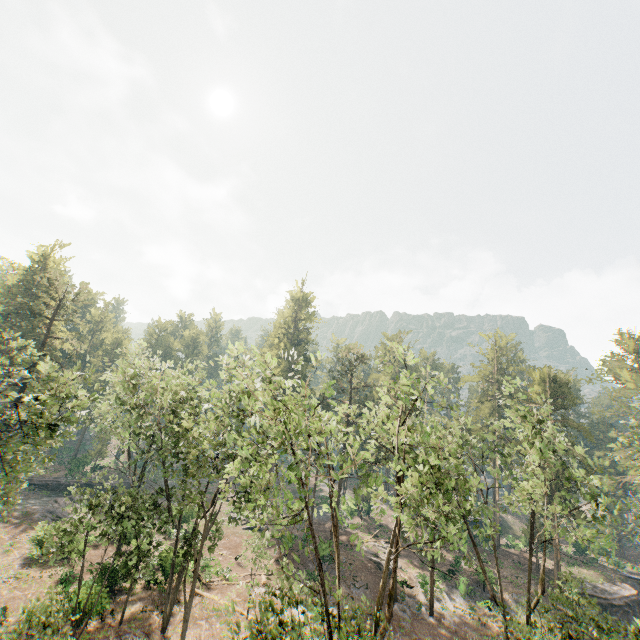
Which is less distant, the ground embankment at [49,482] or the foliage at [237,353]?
the foliage at [237,353]

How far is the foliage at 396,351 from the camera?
16.8 meters

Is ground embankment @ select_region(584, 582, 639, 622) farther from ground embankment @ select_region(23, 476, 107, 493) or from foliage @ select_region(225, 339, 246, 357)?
ground embankment @ select_region(23, 476, 107, 493)

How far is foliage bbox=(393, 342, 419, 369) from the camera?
16.78m

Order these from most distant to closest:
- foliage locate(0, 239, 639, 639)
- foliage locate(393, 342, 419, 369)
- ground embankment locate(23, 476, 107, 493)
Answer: ground embankment locate(23, 476, 107, 493), foliage locate(393, 342, 419, 369), foliage locate(0, 239, 639, 639)

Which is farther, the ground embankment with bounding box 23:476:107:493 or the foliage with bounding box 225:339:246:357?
the ground embankment with bounding box 23:476:107:493

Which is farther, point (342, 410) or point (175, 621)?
point (175, 621)

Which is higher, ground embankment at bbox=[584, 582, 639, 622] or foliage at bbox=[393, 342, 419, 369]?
foliage at bbox=[393, 342, 419, 369]
